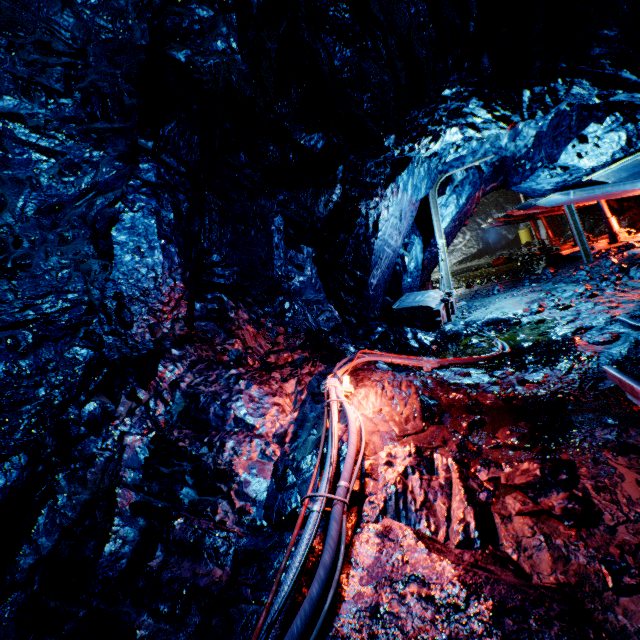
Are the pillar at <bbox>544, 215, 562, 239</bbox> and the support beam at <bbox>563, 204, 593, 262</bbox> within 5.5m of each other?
no

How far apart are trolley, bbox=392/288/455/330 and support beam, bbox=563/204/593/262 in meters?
3.9

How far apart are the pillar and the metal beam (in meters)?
9.64

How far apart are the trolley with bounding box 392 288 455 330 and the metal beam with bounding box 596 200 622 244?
5.9m

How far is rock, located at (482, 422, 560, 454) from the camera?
2.7m

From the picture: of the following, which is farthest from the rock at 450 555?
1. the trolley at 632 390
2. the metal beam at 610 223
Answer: the metal beam at 610 223

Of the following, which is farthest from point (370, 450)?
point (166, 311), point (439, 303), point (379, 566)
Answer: point (439, 303)

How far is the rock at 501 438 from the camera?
2.7 meters
